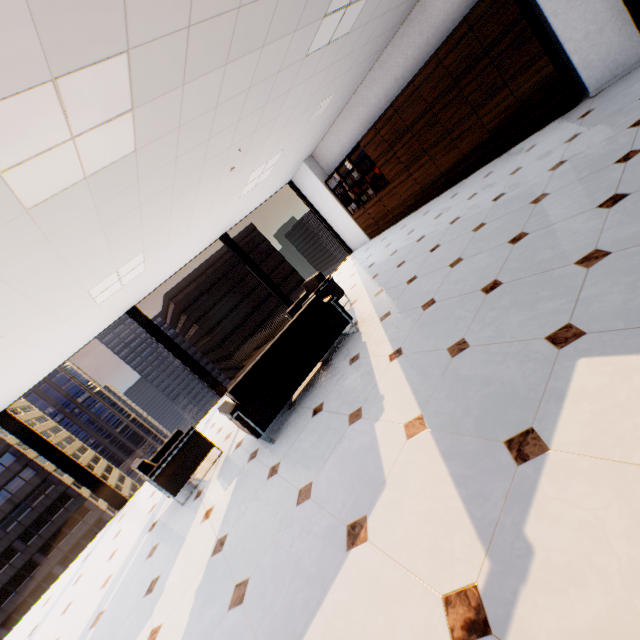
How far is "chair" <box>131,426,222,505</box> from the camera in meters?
4.2

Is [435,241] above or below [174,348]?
below

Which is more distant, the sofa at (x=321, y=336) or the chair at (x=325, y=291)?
the chair at (x=325, y=291)

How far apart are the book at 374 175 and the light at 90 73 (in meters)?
6.28

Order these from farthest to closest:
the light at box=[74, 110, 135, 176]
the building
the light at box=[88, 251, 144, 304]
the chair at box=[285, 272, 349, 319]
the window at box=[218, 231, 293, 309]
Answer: the building
the window at box=[218, 231, 293, 309]
the chair at box=[285, 272, 349, 319]
the light at box=[88, 251, 144, 304]
the light at box=[74, 110, 135, 176]

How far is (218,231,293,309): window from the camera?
8.8m

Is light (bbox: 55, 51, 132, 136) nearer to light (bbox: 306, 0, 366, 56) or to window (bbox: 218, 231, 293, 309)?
light (bbox: 306, 0, 366, 56)

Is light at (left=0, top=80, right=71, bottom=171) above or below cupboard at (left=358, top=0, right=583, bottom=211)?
above
